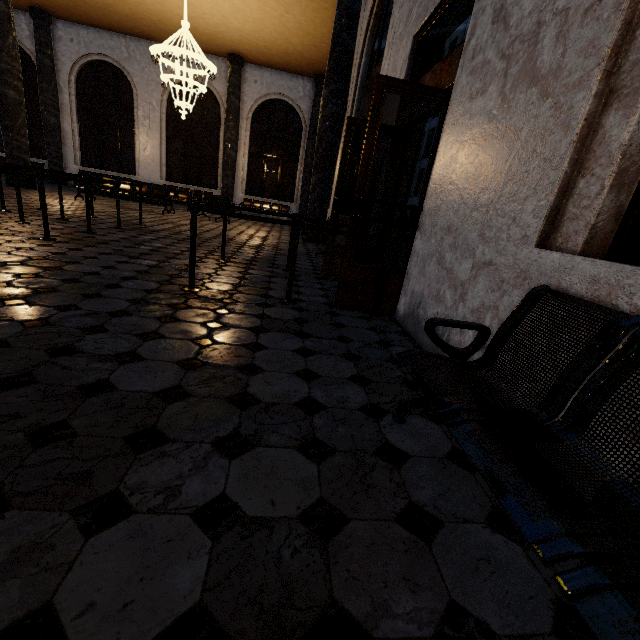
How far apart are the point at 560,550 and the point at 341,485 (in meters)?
0.75
